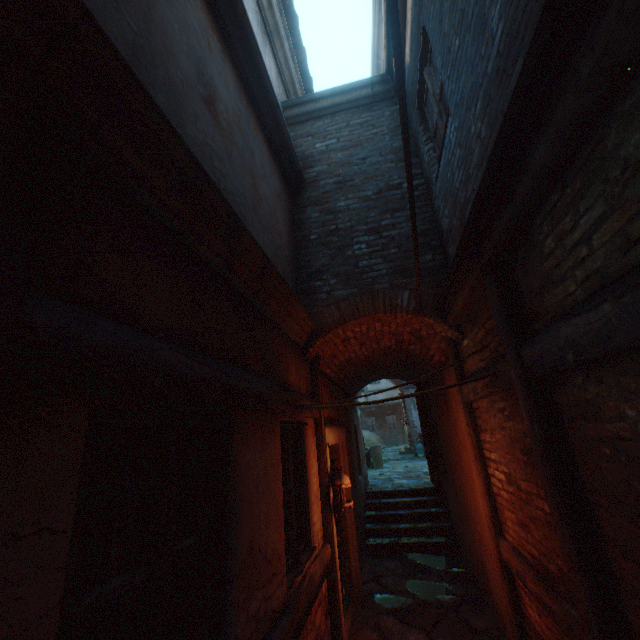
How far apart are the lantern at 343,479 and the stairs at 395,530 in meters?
4.1 m

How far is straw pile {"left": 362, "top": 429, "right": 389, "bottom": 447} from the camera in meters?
27.2 m

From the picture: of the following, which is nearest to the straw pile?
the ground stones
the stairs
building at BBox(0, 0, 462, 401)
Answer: building at BBox(0, 0, 462, 401)

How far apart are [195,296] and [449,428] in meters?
5.4

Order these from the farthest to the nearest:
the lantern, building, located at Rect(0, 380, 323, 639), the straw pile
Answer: the straw pile, the lantern, building, located at Rect(0, 380, 323, 639)

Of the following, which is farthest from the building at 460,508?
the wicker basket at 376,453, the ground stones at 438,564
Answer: the wicker basket at 376,453

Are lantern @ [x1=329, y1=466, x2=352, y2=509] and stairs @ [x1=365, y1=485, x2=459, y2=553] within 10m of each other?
yes

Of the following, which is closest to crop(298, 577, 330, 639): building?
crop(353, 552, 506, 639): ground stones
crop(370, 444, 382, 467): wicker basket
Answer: crop(353, 552, 506, 639): ground stones
